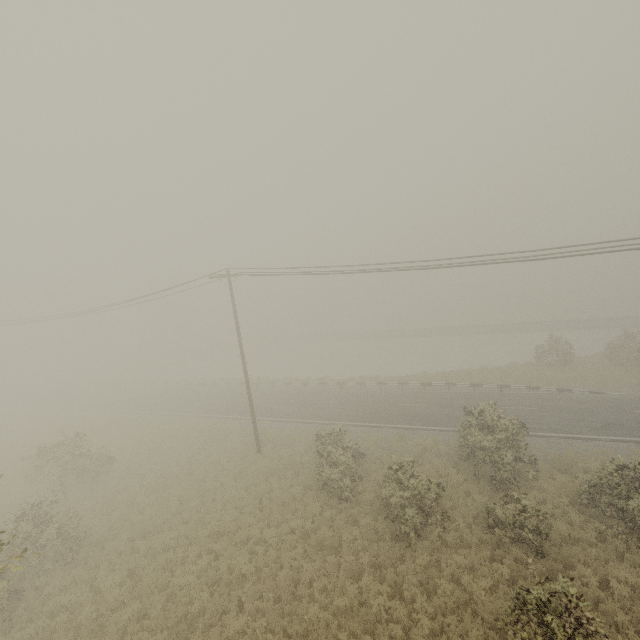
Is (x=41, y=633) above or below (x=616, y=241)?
below
